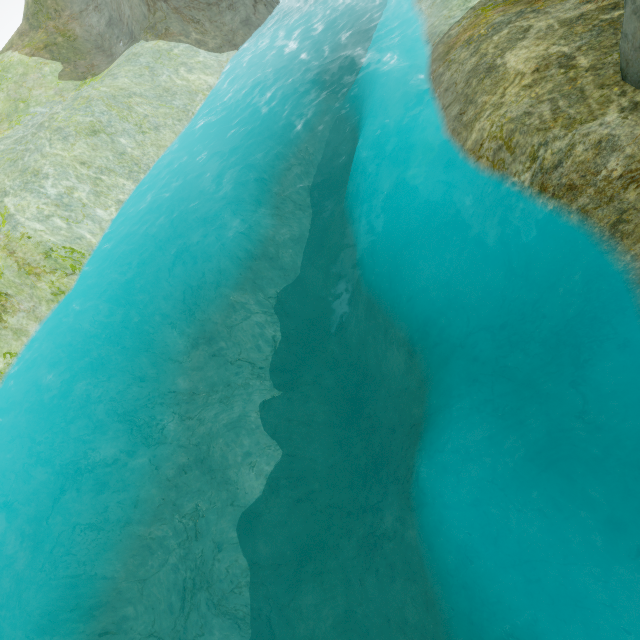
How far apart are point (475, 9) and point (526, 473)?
14.9m
